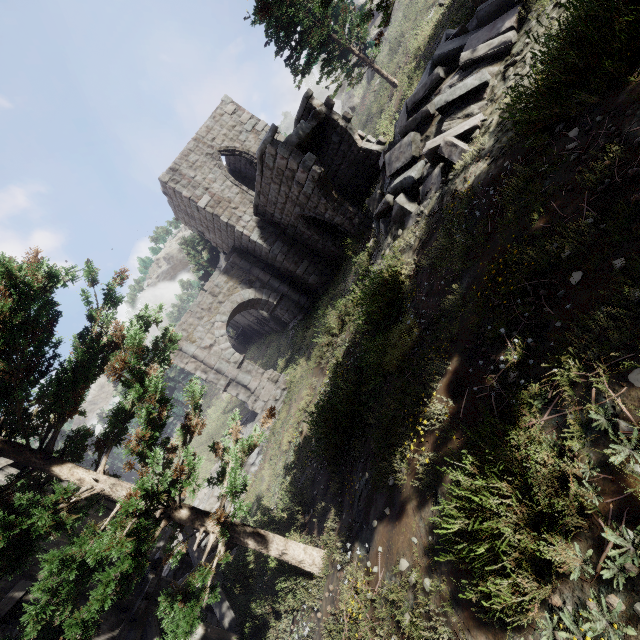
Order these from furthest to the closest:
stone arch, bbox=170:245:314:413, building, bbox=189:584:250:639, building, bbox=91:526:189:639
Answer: stone arch, bbox=170:245:314:413
building, bbox=189:584:250:639
building, bbox=91:526:189:639

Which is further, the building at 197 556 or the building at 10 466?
the building at 197 556

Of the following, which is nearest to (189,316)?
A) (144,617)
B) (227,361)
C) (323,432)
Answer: (227,361)

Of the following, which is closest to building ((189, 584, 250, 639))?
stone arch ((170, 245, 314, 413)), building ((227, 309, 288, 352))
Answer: stone arch ((170, 245, 314, 413))

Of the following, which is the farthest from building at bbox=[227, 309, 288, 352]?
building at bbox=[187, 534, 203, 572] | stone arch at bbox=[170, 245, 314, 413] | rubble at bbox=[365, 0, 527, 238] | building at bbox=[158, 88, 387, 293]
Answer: rubble at bbox=[365, 0, 527, 238]

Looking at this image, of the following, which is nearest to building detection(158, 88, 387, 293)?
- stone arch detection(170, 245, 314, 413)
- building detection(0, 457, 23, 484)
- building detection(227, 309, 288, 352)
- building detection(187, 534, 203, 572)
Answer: stone arch detection(170, 245, 314, 413)

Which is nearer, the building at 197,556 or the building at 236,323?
the building at 197,556

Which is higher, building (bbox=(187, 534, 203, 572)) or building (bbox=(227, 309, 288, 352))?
building (bbox=(227, 309, 288, 352))
